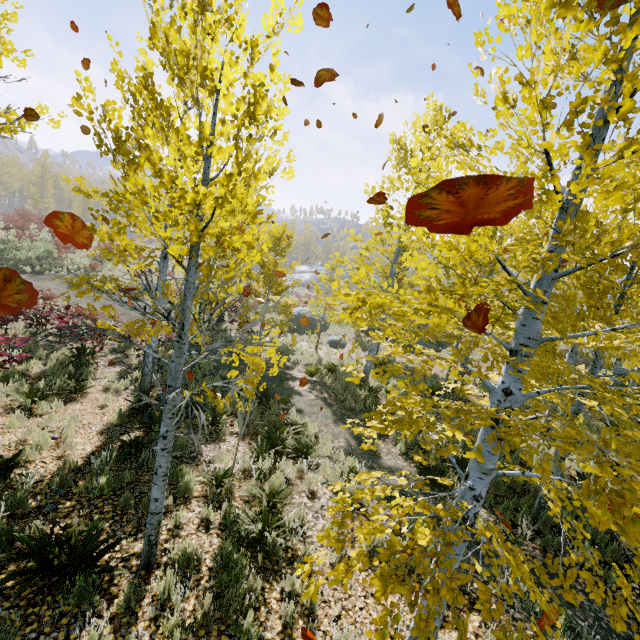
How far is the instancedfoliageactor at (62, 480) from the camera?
5.21m

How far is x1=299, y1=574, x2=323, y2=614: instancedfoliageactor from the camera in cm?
222

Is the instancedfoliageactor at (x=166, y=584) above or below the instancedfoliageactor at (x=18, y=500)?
above

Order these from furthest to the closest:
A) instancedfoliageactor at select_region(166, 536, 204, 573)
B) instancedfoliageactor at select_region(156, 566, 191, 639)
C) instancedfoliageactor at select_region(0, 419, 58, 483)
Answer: instancedfoliageactor at select_region(0, 419, 58, 483)
instancedfoliageactor at select_region(166, 536, 204, 573)
instancedfoliageactor at select_region(156, 566, 191, 639)

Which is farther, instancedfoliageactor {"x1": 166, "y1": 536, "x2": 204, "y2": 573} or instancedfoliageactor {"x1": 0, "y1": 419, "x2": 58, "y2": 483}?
instancedfoliageactor {"x1": 0, "y1": 419, "x2": 58, "y2": 483}

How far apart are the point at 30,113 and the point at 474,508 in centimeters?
664cm
